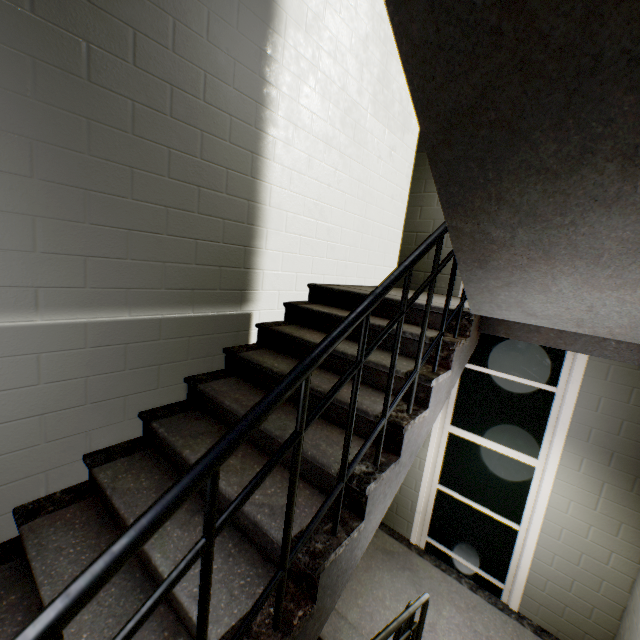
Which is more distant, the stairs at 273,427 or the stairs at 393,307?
the stairs at 393,307

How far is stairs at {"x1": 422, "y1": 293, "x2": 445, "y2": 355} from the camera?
2.1 meters

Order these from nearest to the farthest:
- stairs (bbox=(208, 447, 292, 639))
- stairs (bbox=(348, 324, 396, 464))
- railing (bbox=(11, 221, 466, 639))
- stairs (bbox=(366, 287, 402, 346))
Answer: railing (bbox=(11, 221, 466, 639))
stairs (bbox=(208, 447, 292, 639))
stairs (bbox=(348, 324, 396, 464))
stairs (bbox=(366, 287, 402, 346))

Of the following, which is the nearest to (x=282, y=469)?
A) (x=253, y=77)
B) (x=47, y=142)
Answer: (x=47, y=142)

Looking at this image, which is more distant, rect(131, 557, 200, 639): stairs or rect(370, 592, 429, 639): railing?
rect(370, 592, 429, 639): railing
